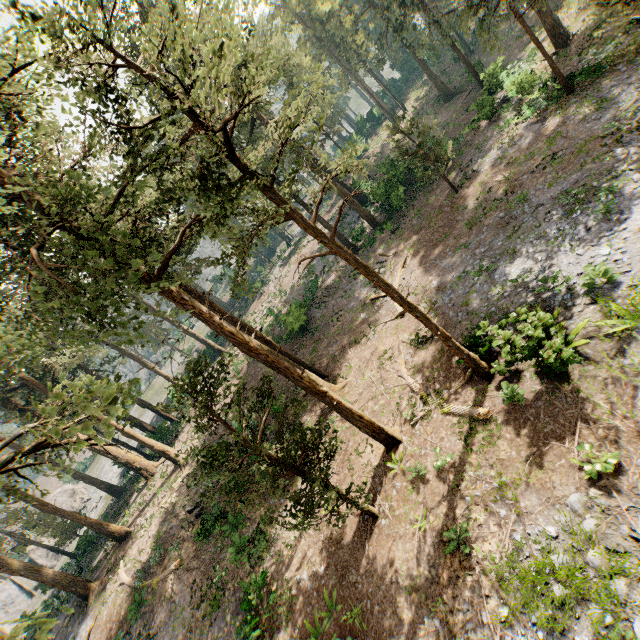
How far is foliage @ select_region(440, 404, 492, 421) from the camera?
11.82m

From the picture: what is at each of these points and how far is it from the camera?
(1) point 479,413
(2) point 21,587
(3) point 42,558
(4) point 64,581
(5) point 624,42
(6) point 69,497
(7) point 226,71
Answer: (1) foliage, 11.9 meters
(2) rock, 46.0 meters
(3) rock, 44.8 meters
(4) foliage, 22.1 meters
(5) foliage, 19.5 meters
(6) rock, 52.2 meters
(7) foliage, 6.7 meters

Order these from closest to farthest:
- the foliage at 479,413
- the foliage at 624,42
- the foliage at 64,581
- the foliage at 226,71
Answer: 1. the foliage at 226,71
2. the foliage at 479,413
3. the foliage at 624,42
4. the foliage at 64,581

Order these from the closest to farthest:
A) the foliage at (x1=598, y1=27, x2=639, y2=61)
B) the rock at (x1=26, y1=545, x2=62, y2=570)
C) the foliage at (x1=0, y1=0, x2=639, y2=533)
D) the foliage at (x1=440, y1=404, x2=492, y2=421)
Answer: the foliage at (x1=0, y1=0, x2=639, y2=533) → the foliage at (x1=440, y1=404, x2=492, y2=421) → the foliage at (x1=598, y1=27, x2=639, y2=61) → the rock at (x1=26, y1=545, x2=62, y2=570)

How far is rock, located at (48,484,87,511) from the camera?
50.8m

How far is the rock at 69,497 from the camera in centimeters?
5076cm

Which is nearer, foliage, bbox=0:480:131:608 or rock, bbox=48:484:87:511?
foliage, bbox=0:480:131:608
